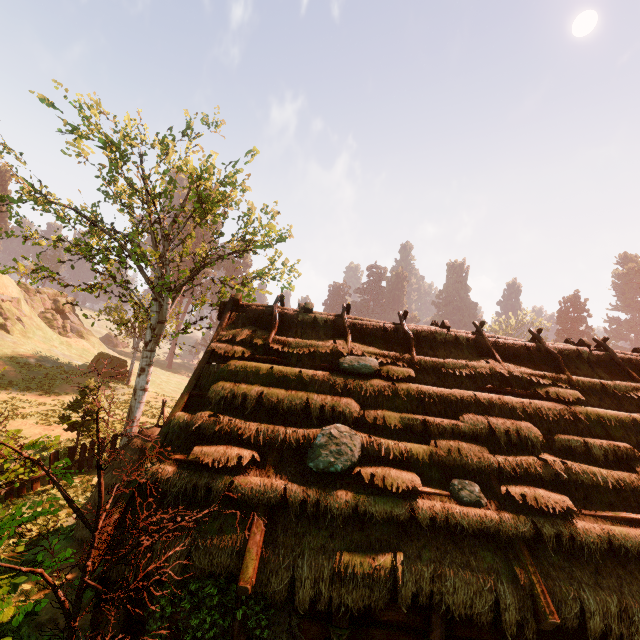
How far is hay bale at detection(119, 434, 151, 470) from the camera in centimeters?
988cm

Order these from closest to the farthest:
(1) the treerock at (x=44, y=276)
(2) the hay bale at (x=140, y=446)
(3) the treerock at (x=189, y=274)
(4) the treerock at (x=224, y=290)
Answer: (3) the treerock at (x=189, y=274), (2) the hay bale at (x=140, y=446), (4) the treerock at (x=224, y=290), (1) the treerock at (x=44, y=276)

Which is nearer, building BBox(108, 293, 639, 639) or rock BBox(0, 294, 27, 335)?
building BBox(108, 293, 639, 639)

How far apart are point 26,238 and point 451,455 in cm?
1661

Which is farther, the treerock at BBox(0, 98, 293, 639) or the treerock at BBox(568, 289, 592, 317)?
the treerock at BBox(568, 289, 592, 317)

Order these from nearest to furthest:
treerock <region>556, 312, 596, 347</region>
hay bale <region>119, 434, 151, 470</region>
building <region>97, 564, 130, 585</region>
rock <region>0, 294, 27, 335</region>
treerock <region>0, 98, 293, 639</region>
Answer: treerock <region>0, 98, 293, 639</region> < building <region>97, 564, 130, 585</region> < hay bale <region>119, 434, 151, 470</region> < rock <region>0, 294, 27, 335</region> < treerock <region>556, 312, 596, 347</region>

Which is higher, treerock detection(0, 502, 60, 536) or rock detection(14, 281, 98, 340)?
rock detection(14, 281, 98, 340)

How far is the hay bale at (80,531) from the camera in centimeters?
897cm
